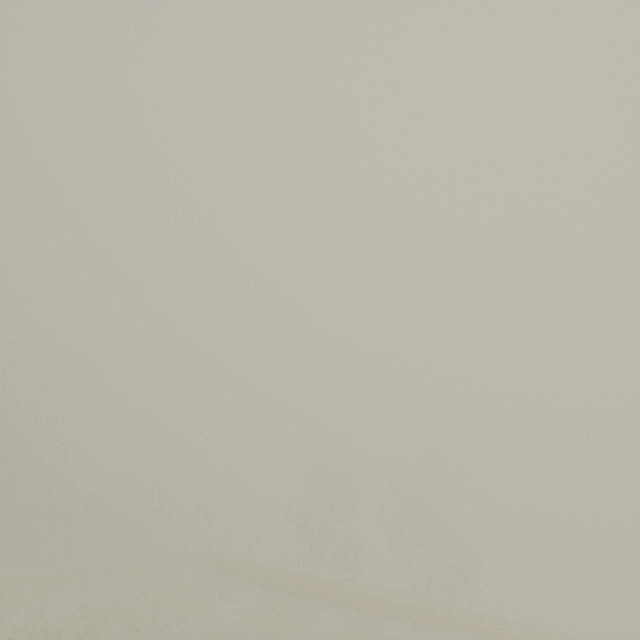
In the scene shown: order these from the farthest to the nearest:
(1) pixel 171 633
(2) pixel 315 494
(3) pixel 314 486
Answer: (3) pixel 314 486 → (2) pixel 315 494 → (1) pixel 171 633
